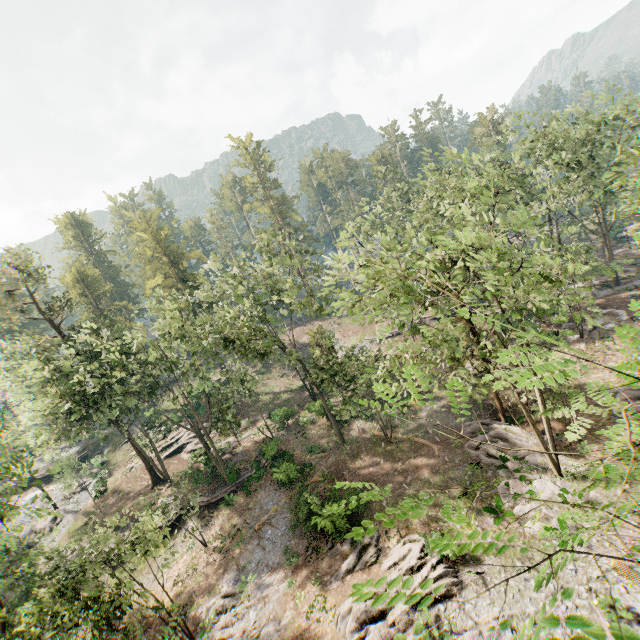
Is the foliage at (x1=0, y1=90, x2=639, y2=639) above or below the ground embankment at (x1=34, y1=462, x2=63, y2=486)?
below

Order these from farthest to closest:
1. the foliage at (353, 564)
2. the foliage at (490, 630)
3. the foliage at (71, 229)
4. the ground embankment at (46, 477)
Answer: the foliage at (71, 229), the ground embankment at (46, 477), the foliage at (353, 564), the foliage at (490, 630)

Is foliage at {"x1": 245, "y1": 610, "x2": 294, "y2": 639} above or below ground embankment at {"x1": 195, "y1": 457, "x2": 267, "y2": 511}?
below

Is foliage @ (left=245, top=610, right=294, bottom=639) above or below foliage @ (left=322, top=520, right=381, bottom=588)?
below

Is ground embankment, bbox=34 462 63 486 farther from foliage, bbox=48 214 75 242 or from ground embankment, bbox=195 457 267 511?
ground embankment, bbox=195 457 267 511

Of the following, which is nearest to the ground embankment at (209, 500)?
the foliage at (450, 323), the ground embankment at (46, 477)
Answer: the foliage at (450, 323)

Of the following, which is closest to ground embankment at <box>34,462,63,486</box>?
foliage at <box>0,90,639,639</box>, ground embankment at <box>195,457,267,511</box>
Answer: foliage at <box>0,90,639,639</box>

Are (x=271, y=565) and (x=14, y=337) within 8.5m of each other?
no
